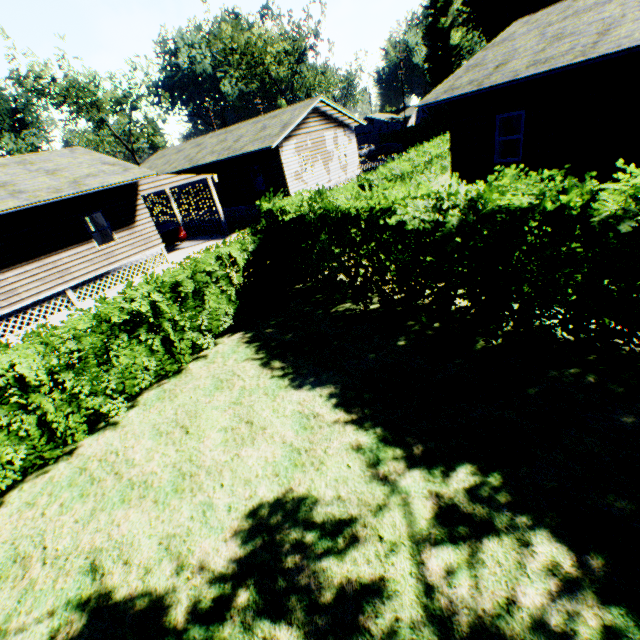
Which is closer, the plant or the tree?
the tree

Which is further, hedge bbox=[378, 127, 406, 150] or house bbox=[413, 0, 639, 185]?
hedge bbox=[378, 127, 406, 150]

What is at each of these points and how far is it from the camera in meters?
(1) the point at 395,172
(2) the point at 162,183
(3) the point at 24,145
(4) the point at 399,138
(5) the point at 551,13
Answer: (1) hedge, 16.4
(2) car, 17.3
(3) plant, 59.4
(4) hedge, 46.3
(5) house, 12.3

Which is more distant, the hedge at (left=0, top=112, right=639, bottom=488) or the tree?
the tree

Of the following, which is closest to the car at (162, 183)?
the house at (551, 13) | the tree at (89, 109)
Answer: the house at (551, 13)

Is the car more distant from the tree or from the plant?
the plant

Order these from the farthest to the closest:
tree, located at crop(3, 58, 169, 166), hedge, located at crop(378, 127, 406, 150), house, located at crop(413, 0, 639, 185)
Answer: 1. hedge, located at crop(378, 127, 406, 150)
2. tree, located at crop(3, 58, 169, 166)
3. house, located at crop(413, 0, 639, 185)

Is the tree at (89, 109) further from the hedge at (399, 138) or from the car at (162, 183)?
the hedge at (399, 138)
